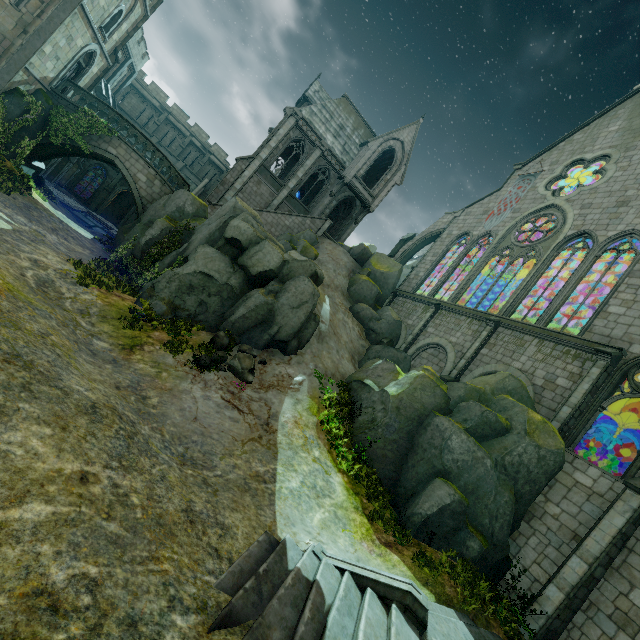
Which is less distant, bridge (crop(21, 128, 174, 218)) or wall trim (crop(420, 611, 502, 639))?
wall trim (crop(420, 611, 502, 639))

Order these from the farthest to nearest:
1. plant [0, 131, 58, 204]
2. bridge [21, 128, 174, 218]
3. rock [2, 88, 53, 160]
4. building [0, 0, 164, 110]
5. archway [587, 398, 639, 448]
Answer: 1. bridge [21, 128, 174, 218]
2. rock [2, 88, 53, 160]
3. plant [0, 131, 58, 204]
4. building [0, 0, 164, 110]
5. archway [587, 398, 639, 448]

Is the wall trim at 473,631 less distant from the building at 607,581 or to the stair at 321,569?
the stair at 321,569

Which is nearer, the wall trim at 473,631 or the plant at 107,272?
the wall trim at 473,631

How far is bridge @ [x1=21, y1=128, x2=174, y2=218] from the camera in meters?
21.1 m

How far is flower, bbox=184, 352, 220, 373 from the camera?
12.1m

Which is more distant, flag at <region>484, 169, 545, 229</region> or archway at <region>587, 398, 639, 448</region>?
flag at <region>484, 169, 545, 229</region>

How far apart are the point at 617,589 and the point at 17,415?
16.7 meters
